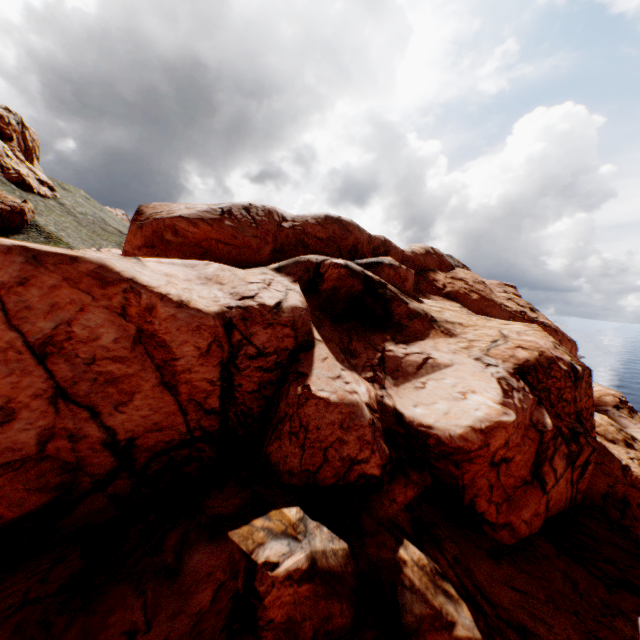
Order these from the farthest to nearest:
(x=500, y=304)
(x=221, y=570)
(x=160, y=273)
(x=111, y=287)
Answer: (x=500, y=304)
(x=160, y=273)
(x=111, y=287)
(x=221, y=570)

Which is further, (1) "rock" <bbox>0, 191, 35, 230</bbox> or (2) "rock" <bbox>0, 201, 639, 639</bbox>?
(1) "rock" <bbox>0, 191, 35, 230</bbox>

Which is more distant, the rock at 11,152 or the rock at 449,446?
the rock at 11,152

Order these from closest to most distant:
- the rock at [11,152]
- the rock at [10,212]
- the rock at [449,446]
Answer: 1. the rock at [449,446]
2. the rock at [10,212]
3. the rock at [11,152]

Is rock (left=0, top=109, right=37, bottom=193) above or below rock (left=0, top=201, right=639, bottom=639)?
above

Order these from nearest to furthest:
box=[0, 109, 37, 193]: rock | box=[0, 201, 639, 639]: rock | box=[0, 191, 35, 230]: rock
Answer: box=[0, 201, 639, 639]: rock → box=[0, 191, 35, 230]: rock → box=[0, 109, 37, 193]: rock
